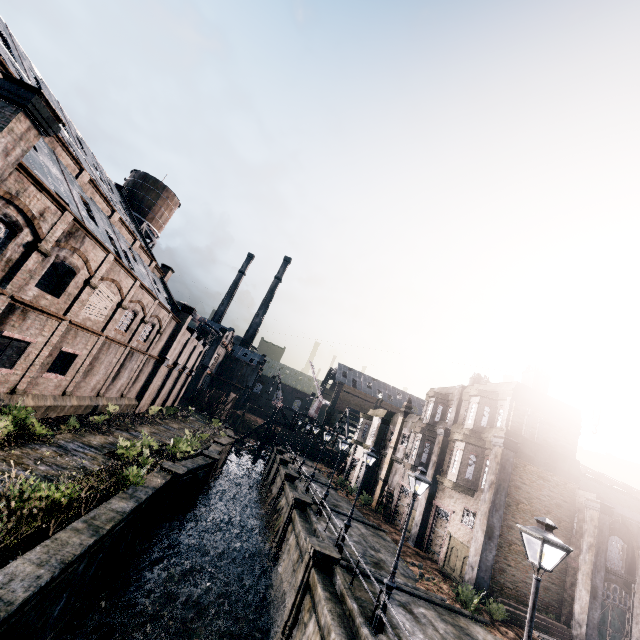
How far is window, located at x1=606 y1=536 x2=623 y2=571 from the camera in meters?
20.1

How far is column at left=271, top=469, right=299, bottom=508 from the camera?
32.16m

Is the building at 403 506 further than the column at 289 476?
No

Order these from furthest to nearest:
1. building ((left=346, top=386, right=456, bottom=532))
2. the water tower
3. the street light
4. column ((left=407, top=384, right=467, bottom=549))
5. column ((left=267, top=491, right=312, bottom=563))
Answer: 1. the water tower
2. building ((left=346, top=386, right=456, bottom=532))
3. column ((left=407, top=384, right=467, bottom=549))
4. column ((left=267, top=491, right=312, bottom=563))
5. the street light

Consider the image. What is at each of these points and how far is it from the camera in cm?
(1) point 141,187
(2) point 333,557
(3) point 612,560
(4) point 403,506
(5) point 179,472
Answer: (1) water tower, 4181
(2) column, 1560
(3) window, 2019
(4) building, 3058
(5) column, 1992

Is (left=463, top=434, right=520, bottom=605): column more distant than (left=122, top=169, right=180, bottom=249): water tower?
No

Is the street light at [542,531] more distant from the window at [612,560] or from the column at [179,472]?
the window at [612,560]

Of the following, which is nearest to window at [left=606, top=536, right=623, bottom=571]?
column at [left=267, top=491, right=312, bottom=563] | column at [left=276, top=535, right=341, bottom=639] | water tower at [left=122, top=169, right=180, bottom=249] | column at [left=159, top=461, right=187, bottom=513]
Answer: column at [left=276, top=535, right=341, bottom=639]
